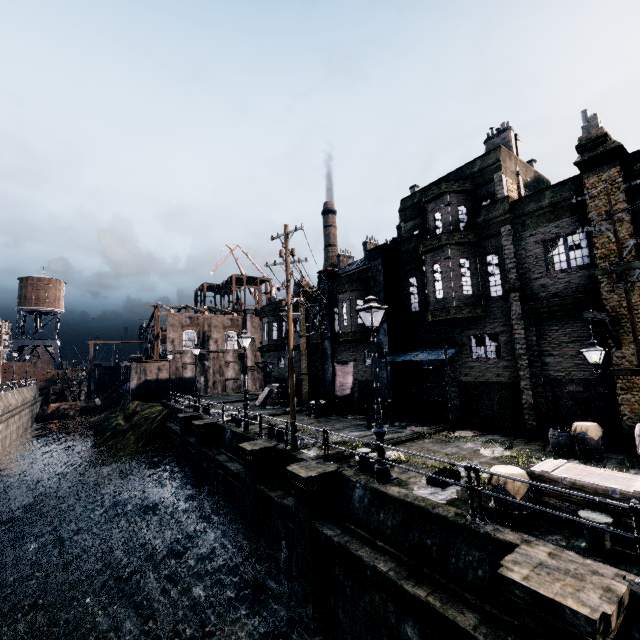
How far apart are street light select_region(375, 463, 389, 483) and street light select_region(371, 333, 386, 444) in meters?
0.5 m

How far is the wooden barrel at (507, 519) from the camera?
7.3m

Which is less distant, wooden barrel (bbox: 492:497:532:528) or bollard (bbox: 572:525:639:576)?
bollard (bbox: 572:525:639:576)

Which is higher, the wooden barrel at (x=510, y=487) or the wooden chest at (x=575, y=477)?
the wooden chest at (x=575, y=477)

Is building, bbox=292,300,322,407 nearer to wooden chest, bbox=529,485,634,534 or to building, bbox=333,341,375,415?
building, bbox=333,341,375,415

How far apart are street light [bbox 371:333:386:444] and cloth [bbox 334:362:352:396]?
13.3m

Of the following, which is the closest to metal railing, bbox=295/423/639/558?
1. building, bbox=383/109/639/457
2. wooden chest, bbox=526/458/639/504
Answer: wooden chest, bbox=526/458/639/504

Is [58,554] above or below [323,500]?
below
